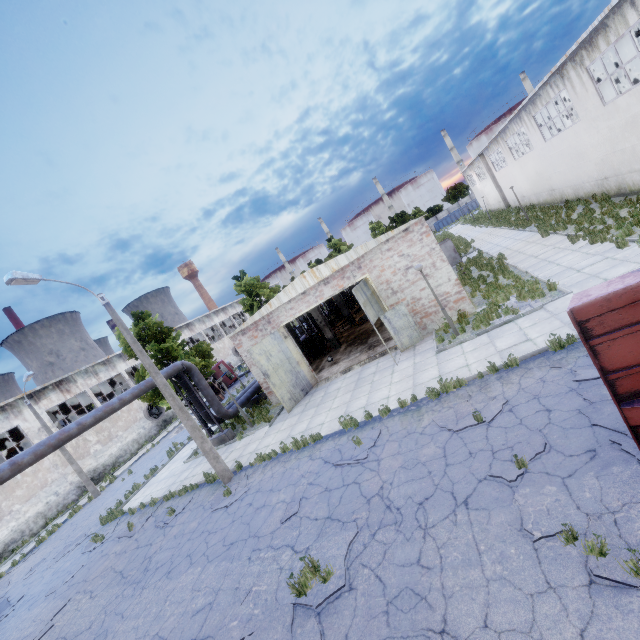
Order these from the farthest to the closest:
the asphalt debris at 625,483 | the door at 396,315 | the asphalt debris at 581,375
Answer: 1. the door at 396,315
2. the asphalt debris at 581,375
3. the asphalt debris at 625,483

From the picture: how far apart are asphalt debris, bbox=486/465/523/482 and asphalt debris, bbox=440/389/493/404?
1.0m

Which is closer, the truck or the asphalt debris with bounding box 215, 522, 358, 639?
the asphalt debris with bounding box 215, 522, 358, 639

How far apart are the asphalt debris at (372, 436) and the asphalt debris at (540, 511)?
3.5m

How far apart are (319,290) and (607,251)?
12.2m

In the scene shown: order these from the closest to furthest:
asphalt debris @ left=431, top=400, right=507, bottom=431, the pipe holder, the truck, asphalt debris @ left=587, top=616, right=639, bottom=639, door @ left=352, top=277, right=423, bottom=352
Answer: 1. asphalt debris @ left=587, top=616, right=639, bottom=639
2. asphalt debris @ left=431, top=400, right=507, bottom=431
3. door @ left=352, top=277, right=423, bottom=352
4. the pipe holder
5. the truck

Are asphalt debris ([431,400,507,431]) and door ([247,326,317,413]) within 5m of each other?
no

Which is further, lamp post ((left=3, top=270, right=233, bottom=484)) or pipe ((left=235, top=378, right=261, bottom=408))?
pipe ((left=235, top=378, right=261, bottom=408))
